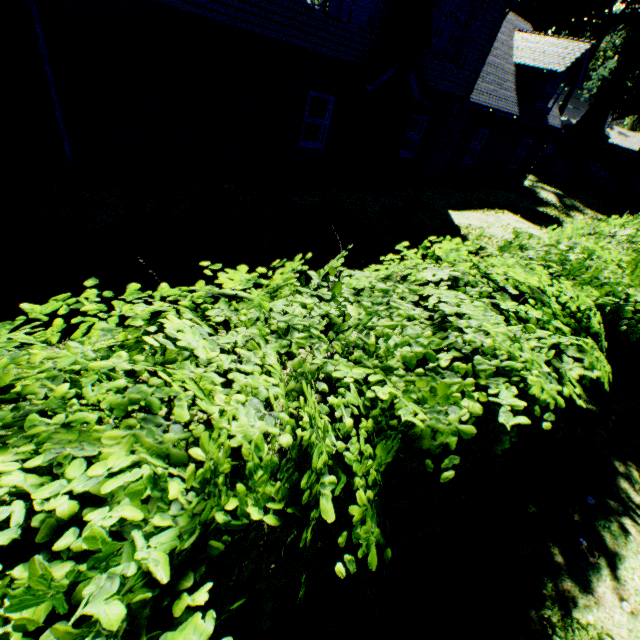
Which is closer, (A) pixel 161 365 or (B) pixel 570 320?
(A) pixel 161 365

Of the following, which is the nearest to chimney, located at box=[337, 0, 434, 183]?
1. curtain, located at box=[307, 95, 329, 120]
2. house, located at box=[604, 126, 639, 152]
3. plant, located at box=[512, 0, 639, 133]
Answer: curtain, located at box=[307, 95, 329, 120]

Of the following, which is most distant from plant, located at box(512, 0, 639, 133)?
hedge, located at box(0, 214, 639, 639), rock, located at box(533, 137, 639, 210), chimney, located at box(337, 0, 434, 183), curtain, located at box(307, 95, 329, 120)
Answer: curtain, located at box(307, 95, 329, 120)

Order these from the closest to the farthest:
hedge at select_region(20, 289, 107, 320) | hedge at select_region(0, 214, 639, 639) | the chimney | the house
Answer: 1. hedge at select_region(0, 214, 639, 639)
2. hedge at select_region(20, 289, 107, 320)
3. the chimney
4. the house

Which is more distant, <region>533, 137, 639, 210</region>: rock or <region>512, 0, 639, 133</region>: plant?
<region>512, 0, 639, 133</region>: plant

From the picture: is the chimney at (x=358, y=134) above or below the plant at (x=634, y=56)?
below

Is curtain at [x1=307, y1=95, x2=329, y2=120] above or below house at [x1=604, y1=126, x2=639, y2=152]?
below

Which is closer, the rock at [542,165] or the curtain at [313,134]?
the curtain at [313,134]
